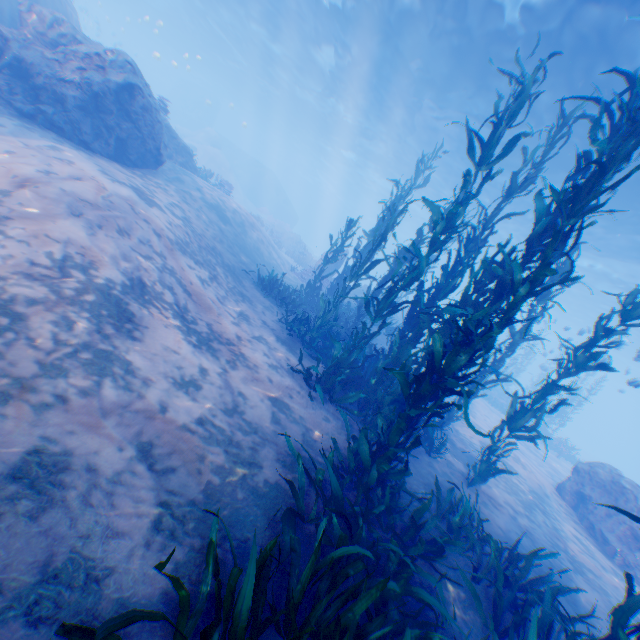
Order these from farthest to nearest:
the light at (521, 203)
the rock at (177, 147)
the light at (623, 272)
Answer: the light at (521, 203) < the light at (623, 272) < the rock at (177, 147)

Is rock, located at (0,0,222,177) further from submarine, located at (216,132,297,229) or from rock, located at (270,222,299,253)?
rock, located at (270,222,299,253)

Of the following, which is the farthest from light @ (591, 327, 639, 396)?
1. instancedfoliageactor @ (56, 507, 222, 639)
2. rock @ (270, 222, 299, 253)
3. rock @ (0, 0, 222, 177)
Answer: rock @ (270, 222, 299, 253)

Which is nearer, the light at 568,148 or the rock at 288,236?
the light at 568,148

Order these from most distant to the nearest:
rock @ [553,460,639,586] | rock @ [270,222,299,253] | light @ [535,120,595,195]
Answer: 1. rock @ [270,222,299,253]
2. light @ [535,120,595,195]
3. rock @ [553,460,639,586]

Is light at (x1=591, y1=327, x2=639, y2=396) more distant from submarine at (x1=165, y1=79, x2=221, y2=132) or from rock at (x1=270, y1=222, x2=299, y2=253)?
rock at (x1=270, y1=222, x2=299, y2=253)

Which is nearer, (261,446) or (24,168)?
(261,446)

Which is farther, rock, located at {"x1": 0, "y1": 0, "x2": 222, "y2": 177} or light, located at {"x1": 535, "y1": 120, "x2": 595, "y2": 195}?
light, located at {"x1": 535, "y1": 120, "x2": 595, "y2": 195}
